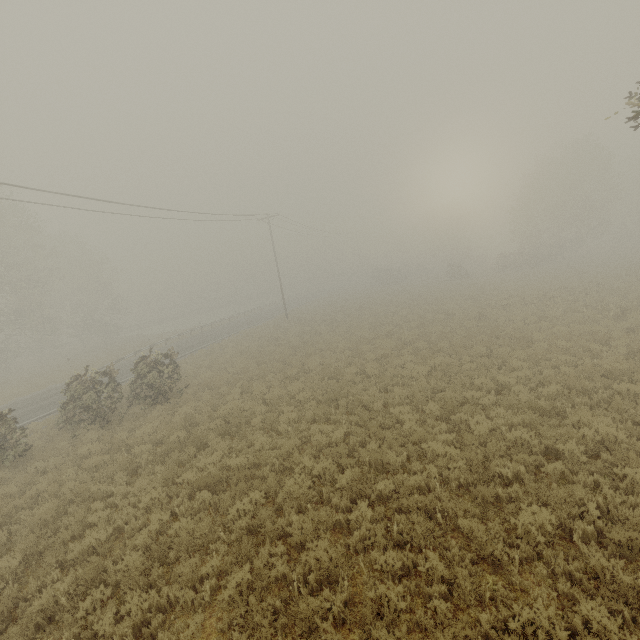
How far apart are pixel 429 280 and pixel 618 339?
39.1m
